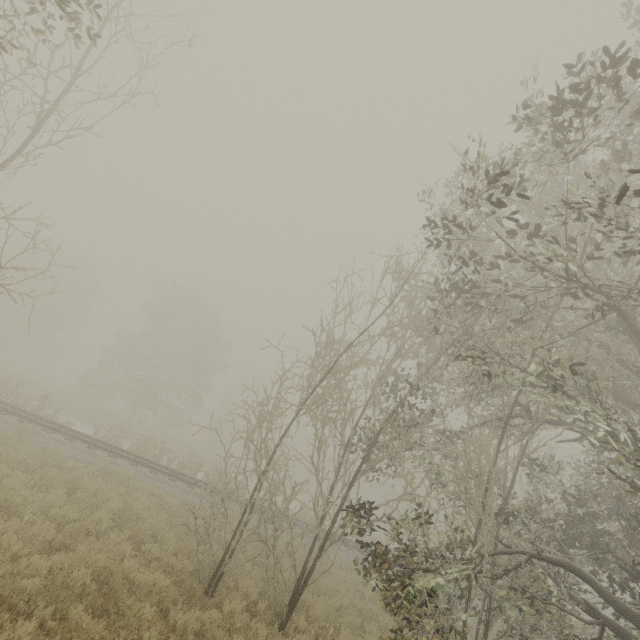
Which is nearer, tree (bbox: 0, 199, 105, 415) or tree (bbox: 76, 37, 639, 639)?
tree (bbox: 76, 37, 639, 639)

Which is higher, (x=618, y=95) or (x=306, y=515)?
(x=618, y=95)

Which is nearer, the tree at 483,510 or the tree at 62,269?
the tree at 483,510
